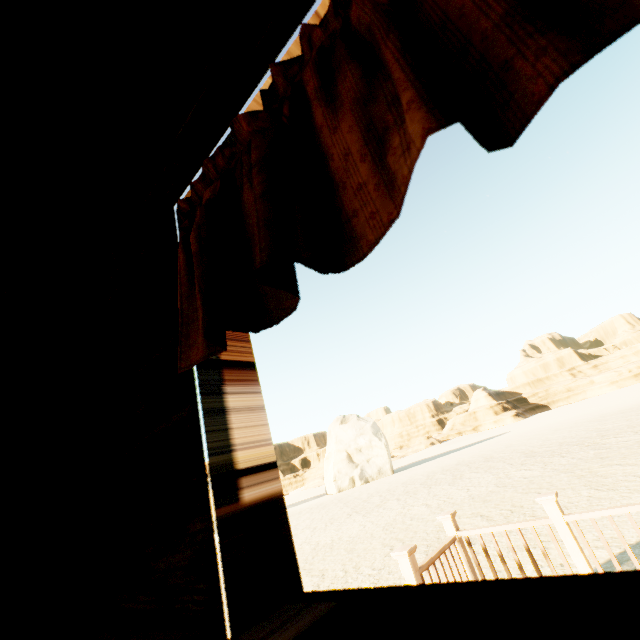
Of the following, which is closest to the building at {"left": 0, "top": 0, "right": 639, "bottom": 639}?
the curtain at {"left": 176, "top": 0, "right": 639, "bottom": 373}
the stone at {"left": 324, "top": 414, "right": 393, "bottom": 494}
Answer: the curtain at {"left": 176, "top": 0, "right": 639, "bottom": 373}

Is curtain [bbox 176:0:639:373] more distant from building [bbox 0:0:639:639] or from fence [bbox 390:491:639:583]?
fence [bbox 390:491:639:583]

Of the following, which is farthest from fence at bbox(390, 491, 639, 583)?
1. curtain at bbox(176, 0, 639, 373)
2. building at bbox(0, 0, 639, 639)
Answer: curtain at bbox(176, 0, 639, 373)

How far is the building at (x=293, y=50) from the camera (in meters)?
0.77

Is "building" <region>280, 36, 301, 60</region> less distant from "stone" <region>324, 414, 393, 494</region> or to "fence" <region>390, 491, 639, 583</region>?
Result: "fence" <region>390, 491, 639, 583</region>

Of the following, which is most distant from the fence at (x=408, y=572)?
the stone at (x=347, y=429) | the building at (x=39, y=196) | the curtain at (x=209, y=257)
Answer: the stone at (x=347, y=429)

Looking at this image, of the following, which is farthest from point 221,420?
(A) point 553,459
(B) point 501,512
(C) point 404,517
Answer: (A) point 553,459
